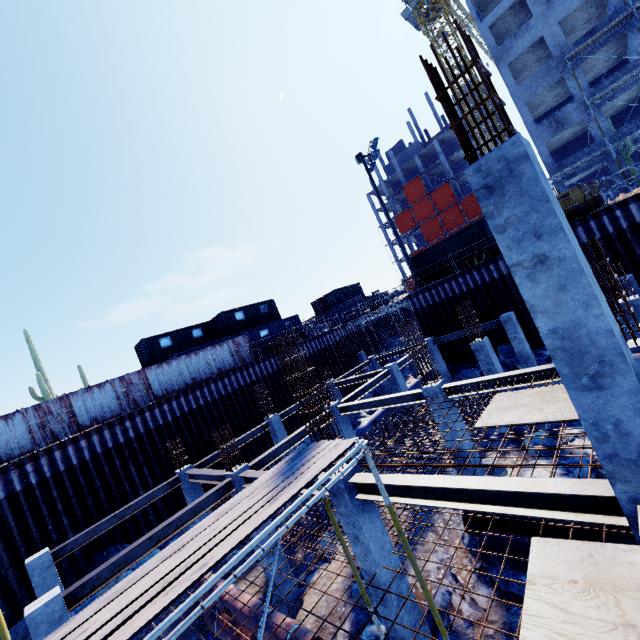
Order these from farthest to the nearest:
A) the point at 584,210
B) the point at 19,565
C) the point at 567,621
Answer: the point at 584,210, the point at 19,565, the point at 567,621

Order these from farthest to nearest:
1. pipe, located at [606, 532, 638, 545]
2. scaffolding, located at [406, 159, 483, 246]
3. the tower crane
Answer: scaffolding, located at [406, 159, 483, 246] < the tower crane < pipe, located at [606, 532, 638, 545]

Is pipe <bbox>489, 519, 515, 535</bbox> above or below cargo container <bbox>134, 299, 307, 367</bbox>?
below

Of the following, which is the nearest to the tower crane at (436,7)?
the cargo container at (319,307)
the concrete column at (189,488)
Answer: the cargo container at (319,307)

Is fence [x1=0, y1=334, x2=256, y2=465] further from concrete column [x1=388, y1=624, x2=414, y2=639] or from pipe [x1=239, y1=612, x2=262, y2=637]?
concrete column [x1=388, y1=624, x2=414, y2=639]

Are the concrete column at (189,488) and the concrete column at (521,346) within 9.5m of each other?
no

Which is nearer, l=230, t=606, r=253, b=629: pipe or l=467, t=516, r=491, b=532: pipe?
l=467, t=516, r=491, b=532: pipe

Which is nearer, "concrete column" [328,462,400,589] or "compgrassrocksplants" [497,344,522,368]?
"concrete column" [328,462,400,589]
